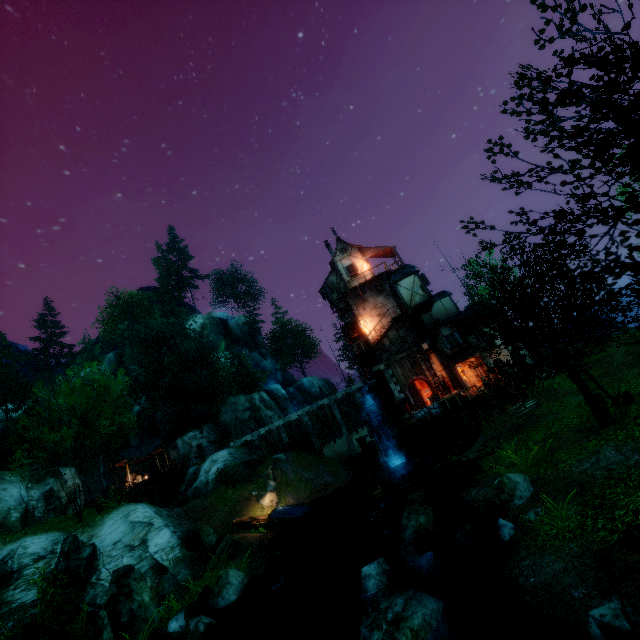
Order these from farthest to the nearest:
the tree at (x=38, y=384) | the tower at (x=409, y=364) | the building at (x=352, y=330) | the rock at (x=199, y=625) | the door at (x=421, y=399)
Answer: the building at (x=352, y=330), the tower at (x=409, y=364), the door at (x=421, y=399), the tree at (x=38, y=384), the rock at (x=199, y=625)

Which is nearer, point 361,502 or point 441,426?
point 441,426

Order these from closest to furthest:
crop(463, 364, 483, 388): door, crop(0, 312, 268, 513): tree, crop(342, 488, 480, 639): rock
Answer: crop(342, 488, 480, 639): rock
crop(0, 312, 268, 513): tree
crop(463, 364, 483, 388): door

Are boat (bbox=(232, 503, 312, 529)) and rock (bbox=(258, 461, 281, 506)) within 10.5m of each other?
yes

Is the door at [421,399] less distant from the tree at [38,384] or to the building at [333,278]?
the building at [333,278]

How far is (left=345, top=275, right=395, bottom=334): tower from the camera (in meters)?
29.81

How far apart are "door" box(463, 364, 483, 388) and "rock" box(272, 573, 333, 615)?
17.5 meters

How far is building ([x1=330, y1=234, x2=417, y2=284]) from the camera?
30.40m
